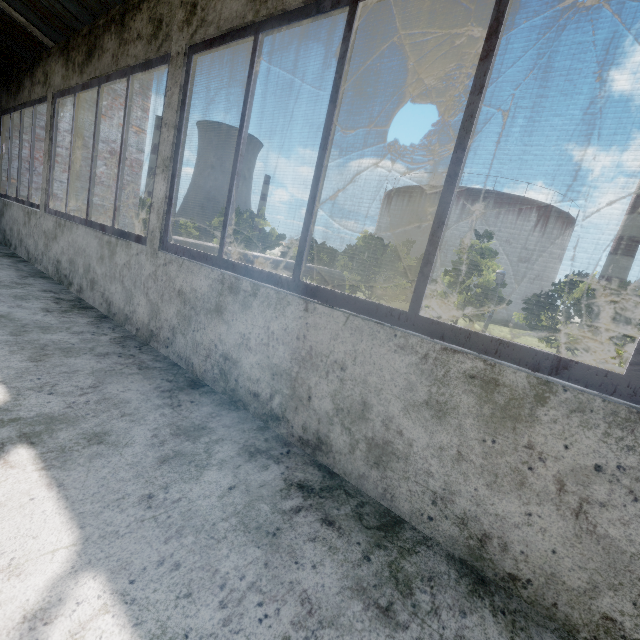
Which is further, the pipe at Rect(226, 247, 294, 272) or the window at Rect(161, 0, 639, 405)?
the pipe at Rect(226, 247, 294, 272)

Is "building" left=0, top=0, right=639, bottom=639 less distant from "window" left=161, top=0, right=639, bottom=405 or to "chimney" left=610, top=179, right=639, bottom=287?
"window" left=161, top=0, right=639, bottom=405

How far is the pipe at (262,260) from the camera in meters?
12.6 m

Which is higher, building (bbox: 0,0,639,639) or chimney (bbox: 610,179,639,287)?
chimney (bbox: 610,179,639,287)

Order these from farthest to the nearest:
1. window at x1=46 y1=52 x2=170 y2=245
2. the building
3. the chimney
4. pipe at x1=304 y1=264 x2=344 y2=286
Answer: the chimney, pipe at x1=304 y1=264 x2=344 y2=286, window at x1=46 y1=52 x2=170 y2=245, the building

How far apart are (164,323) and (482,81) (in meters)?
2.53

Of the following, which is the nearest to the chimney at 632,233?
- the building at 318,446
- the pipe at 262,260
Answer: the pipe at 262,260

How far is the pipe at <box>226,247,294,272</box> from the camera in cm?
1257
